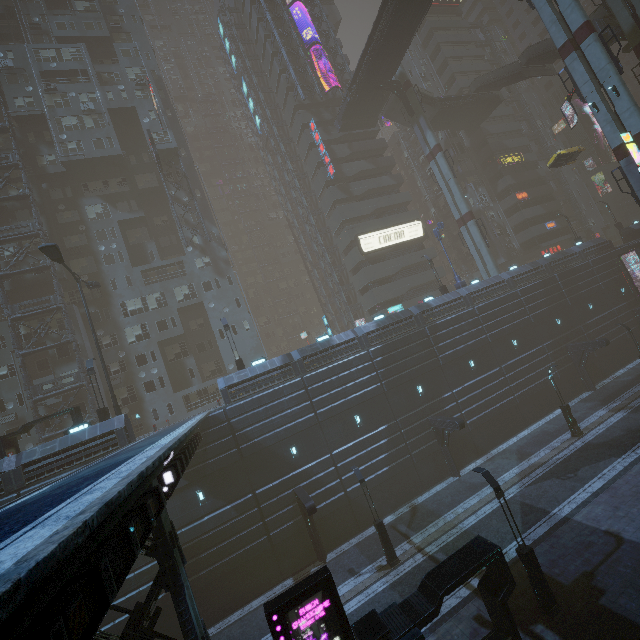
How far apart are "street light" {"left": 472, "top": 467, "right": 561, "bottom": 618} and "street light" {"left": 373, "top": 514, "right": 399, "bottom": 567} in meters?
7.3

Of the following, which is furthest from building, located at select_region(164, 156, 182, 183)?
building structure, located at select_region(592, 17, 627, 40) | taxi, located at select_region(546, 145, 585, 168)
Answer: building structure, located at select_region(592, 17, 627, 40)

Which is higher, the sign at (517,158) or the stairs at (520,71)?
the stairs at (520,71)

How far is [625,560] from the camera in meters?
13.6

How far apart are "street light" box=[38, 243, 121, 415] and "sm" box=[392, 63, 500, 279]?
38.12m

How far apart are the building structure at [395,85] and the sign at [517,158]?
19.4 meters

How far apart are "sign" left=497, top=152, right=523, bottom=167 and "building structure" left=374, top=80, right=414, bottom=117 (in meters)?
19.39

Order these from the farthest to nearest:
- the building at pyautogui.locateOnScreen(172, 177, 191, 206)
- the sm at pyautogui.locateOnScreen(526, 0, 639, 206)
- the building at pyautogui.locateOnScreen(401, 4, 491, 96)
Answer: the building at pyautogui.locateOnScreen(401, 4, 491, 96)
the building at pyautogui.locateOnScreen(172, 177, 191, 206)
the sm at pyautogui.locateOnScreen(526, 0, 639, 206)
